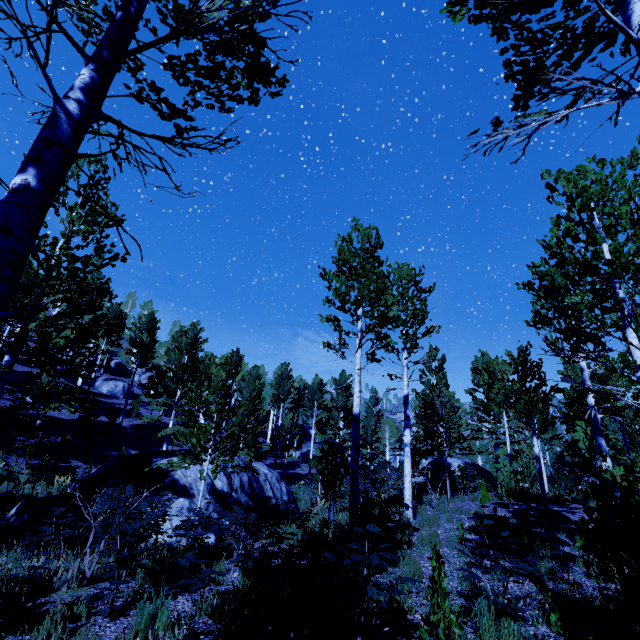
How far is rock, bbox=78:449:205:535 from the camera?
10.0m

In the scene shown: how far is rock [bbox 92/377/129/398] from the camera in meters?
34.1

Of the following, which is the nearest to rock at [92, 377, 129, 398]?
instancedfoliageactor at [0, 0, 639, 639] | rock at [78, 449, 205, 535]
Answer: instancedfoliageactor at [0, 0, 639, 639]

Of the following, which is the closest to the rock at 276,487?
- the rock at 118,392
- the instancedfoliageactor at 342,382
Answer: the instancedfoliageactor at 342,382

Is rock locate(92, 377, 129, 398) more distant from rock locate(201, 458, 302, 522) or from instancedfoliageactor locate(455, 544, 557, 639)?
rock locate(201, 458, 302, 522)

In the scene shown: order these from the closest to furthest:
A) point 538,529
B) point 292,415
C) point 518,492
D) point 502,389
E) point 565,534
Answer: point 565,534, point 538,529, point 502,389, point 518,492, point 292,415

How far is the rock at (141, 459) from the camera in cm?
998
